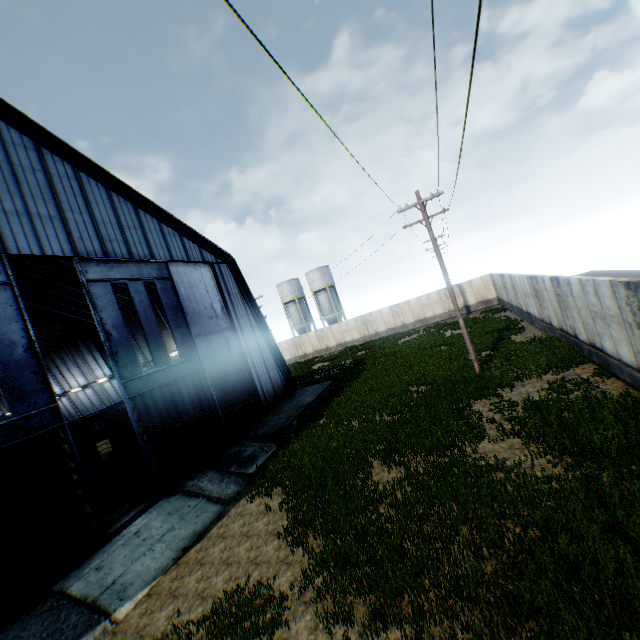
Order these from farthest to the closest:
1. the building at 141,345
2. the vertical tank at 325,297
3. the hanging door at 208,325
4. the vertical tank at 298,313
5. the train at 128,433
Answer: the vertical tank at 298,313 → the vertical tank at 325,297 → the building at 141,345 → the train at 128,433 → the hanging door at 208,325

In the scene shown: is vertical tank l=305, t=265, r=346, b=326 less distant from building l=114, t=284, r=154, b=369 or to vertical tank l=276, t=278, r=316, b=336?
vertical tank l=276, t=278, r=316, b=336

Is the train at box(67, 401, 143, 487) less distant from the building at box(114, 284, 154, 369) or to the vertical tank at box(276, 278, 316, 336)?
the building at box(114, 284, 154, 369)

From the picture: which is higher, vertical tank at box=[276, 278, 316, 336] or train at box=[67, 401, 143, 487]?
vertical tank at box=[276, 278, 316, 336]

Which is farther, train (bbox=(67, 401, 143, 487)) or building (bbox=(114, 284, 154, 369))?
building (bbox=(114, 284, 154, 369))

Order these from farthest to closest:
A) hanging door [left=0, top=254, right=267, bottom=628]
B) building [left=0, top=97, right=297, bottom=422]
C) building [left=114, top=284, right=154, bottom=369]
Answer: building [left=114, top=284, right=154, bottom=369] < building [left=0, top=97, right=297, bottom=422] < hanging door [left=0, top=254, right=267, bottom=628]

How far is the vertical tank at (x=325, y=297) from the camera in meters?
50.2 m

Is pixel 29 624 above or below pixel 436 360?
above
